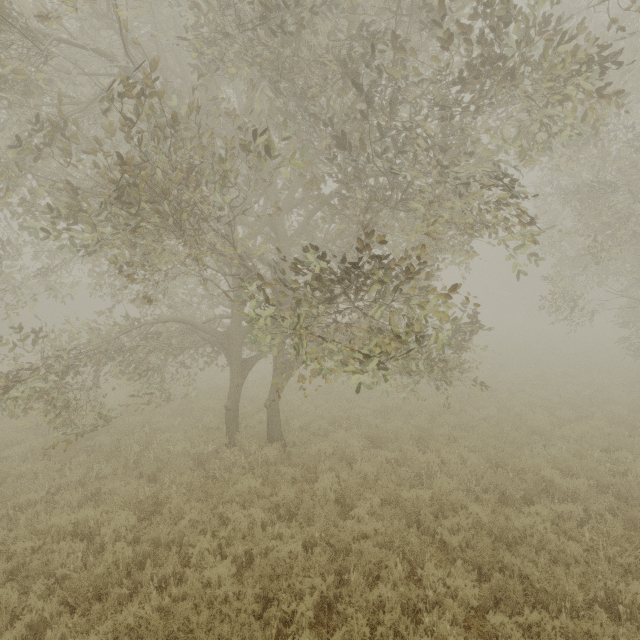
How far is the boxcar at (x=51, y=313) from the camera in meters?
23.9

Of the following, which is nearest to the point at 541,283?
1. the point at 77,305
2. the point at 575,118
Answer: the point at 575,118

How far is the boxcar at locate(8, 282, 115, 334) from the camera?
23.9m

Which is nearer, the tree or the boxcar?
the tree

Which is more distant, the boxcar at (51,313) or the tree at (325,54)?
the boxcar at (51,313)
